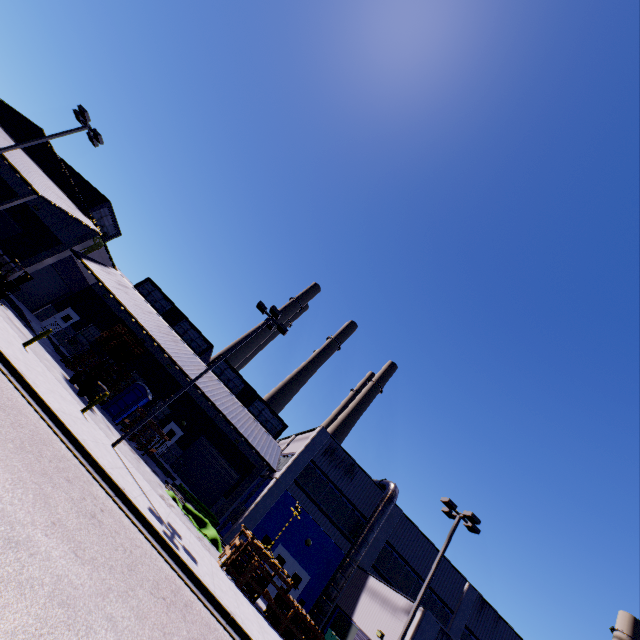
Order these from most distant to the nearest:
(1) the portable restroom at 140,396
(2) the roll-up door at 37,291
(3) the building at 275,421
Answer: (2) the roll-up door at 37,291 < (1) the portable restroom at 140,396 < (3) the building at 275,421

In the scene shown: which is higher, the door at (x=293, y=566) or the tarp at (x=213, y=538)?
the door at (x=293, y=566)

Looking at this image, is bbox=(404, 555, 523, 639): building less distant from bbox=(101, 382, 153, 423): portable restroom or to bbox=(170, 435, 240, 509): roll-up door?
bbox=(170, 435, 240, 509): roll-up door

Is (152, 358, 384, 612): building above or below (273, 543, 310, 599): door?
above

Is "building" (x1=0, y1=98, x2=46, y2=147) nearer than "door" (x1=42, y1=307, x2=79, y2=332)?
Yes

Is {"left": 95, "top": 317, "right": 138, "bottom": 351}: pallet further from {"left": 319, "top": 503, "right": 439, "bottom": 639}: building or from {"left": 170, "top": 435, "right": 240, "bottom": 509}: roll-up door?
{"left": 170, "top": 435, "right": 240, "bottom": 509}: roll-up door

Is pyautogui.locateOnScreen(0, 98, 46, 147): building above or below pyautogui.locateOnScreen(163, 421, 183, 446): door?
above

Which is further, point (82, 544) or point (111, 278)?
point (111, 278)
